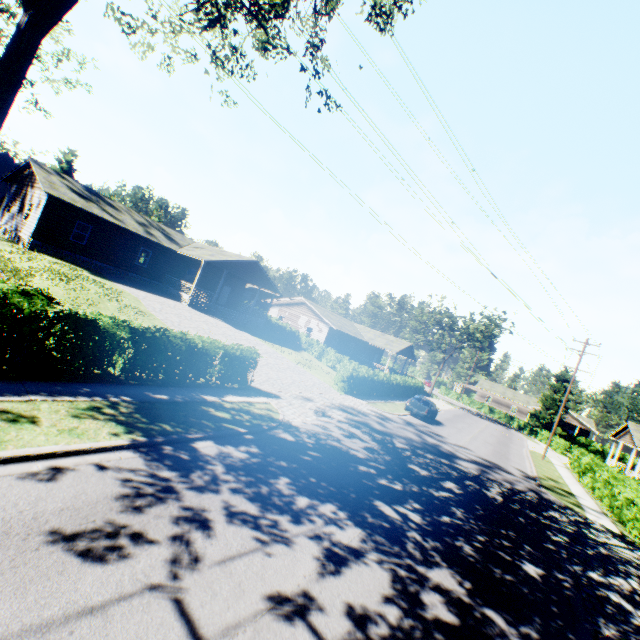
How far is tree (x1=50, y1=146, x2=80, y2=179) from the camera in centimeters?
4772cm

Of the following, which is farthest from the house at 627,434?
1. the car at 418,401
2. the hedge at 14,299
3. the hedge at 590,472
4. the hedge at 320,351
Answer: the hedge at 14,299

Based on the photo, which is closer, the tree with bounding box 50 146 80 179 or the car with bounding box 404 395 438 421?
the car with bounding box 404 395 438 421

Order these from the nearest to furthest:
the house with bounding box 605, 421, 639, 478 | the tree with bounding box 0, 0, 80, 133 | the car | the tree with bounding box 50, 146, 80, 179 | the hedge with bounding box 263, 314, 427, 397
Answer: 1. the tree with bounding box 0, 0, 80, 133
2. the hedge with bounding box 263, 314, 427, 397
3. the car
4. the house with bounding box 605, 421, 639, 478
5. the tree with bounding box 50, 146, 80, 179

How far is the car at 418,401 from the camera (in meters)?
25.05

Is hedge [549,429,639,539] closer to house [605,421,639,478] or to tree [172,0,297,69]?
house [605,421,639,478]

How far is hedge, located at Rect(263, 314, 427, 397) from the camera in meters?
23.5 m

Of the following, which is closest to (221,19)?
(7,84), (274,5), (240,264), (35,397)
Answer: (274,5)
